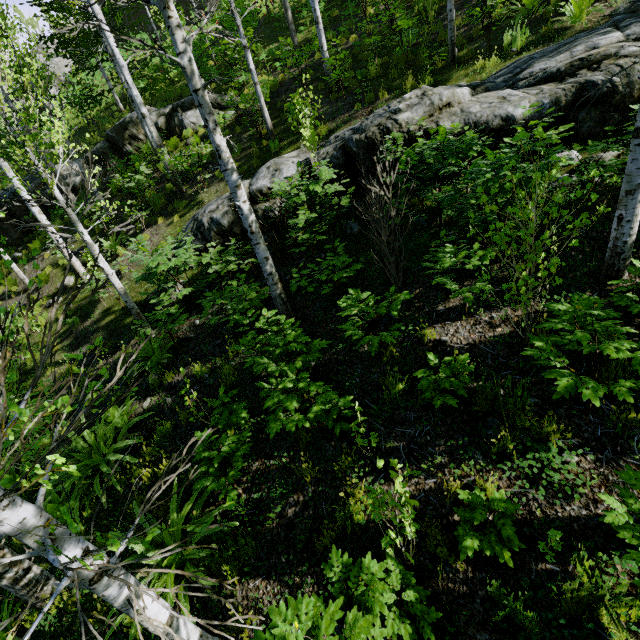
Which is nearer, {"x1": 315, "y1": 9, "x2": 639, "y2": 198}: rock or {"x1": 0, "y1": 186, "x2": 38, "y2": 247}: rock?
{"x1": 315, "y1": 9, "x2": 639, "y2": 198}: rock

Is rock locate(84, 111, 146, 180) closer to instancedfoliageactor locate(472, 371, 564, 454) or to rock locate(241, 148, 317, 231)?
instancedfoliageactor locate(472, 371, 564, 454)

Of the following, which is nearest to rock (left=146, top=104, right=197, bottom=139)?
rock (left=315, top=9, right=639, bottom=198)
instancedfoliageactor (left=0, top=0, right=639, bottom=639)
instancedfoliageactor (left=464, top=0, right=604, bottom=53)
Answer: instancedfoliageactor (left=0, top=0, right=639, bottom=639)

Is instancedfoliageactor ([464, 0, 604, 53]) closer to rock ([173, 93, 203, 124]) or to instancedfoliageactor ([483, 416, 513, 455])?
instancedfoliageactor ([483, 416, 513, 455])

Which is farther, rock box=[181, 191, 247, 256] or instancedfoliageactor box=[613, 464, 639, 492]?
rock box=[181, 191, 247, 256]

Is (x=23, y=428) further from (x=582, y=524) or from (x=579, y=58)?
(x=579, y=58)

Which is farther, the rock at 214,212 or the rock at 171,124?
the rock at 171,124

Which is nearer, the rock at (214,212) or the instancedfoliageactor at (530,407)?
the instancedfoliageactor at (530,407)
